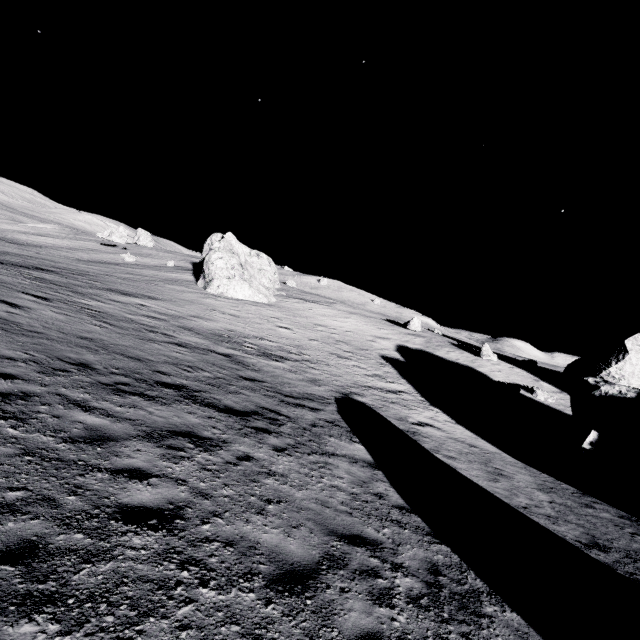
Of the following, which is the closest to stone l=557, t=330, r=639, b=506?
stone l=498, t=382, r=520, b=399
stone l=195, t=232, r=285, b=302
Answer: stone l=498, t=382, r=520, b=399

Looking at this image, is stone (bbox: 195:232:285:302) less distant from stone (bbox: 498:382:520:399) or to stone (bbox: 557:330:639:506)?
stone (bbox: 498:382:520:399)

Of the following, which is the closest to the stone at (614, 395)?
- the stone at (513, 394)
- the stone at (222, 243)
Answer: the stone at (513, 394)

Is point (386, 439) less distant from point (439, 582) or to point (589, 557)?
point (589, 557)

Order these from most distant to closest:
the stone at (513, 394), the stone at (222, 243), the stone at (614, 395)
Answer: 1. the stone at (222, 243)
2. the stone at (513, 394)
3. the stone at (614, 395)

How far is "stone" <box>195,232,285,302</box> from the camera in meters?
35.8

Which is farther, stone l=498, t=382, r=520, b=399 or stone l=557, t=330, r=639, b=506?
stone l=498, t=382, r=520, b=399
